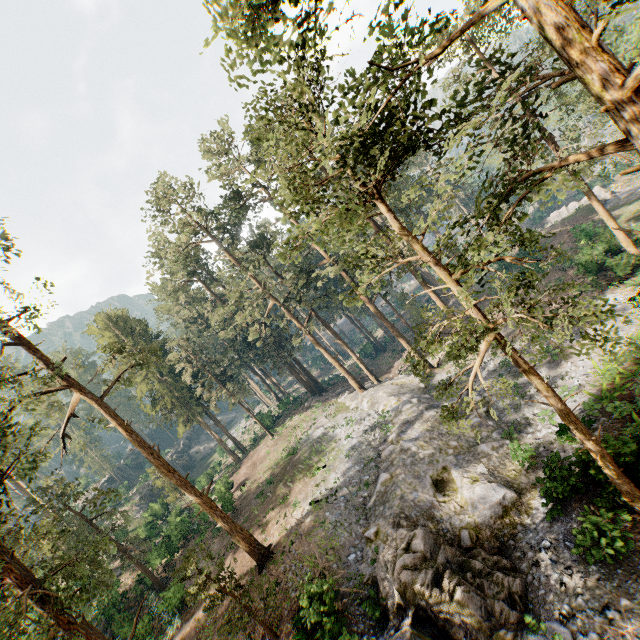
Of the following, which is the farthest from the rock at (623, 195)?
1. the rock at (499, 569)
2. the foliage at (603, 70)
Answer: the rock at (499, 569)

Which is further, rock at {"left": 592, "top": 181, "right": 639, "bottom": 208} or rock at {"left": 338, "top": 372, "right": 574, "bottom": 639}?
rock at {"left": 592, "top": 181, "right": 639, "bottom": 208}

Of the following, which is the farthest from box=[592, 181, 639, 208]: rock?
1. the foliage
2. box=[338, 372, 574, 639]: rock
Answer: box=[338, 372, 574, 639]: rock

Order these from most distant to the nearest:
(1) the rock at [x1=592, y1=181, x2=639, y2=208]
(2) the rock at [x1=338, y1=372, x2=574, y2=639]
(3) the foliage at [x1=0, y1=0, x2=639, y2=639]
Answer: (1) the rock at [x1=592, y1=181, x2=639, y2=208] → (2) the rock at [x1=338, y1=372, x2=574, y2=639] → (3) the foliage at [x1=0, y1=0, x2=639, y2=639]

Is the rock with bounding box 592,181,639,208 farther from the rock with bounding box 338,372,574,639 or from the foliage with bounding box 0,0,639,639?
the rock with bounding box 338,372,574,639

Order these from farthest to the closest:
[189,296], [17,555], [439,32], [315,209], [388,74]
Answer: [189,296]
[17,555]
[315,209]
[439,32]
[388,74]
